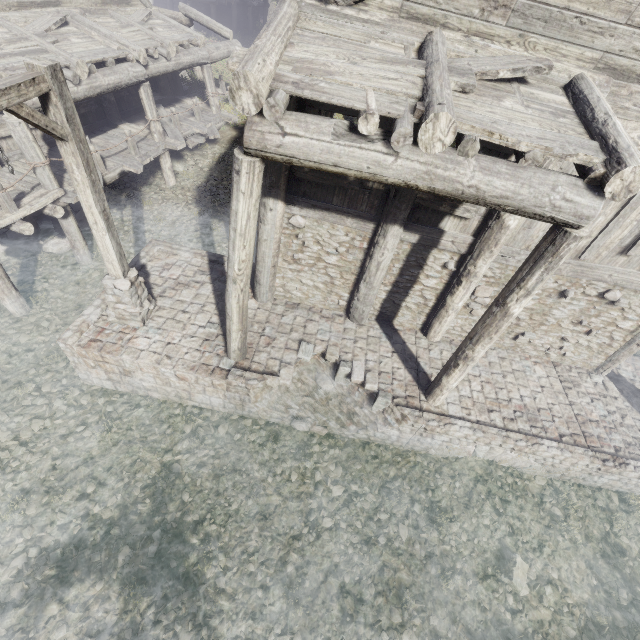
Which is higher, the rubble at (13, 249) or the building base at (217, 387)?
the building base at (217, 387)

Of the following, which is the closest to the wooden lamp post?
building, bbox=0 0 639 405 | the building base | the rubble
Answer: the building base

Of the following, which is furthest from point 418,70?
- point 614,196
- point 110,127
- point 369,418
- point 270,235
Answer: point 110,127

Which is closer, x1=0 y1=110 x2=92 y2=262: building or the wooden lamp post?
the wooden lamp post

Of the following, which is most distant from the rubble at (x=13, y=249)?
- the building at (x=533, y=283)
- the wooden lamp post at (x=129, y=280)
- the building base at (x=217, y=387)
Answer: the wooden lamp post at (x=129, y=280)

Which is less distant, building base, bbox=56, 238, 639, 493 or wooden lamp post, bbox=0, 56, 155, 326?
wooden lamp post, bbox=0, 56, 155, 326

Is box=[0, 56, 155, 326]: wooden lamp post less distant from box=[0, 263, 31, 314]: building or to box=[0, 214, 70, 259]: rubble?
box=[0, 263, 31, 314]: building

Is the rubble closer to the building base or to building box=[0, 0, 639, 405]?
building box=[0, 0, 639, 405]
